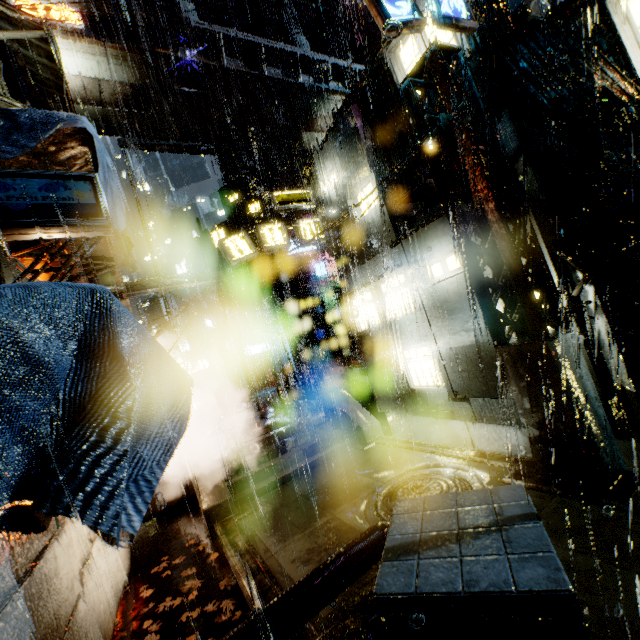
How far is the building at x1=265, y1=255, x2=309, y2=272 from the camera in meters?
36.1

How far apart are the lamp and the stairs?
10.6 meters

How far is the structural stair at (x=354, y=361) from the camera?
21.1m

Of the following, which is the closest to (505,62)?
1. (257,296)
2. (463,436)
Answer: (463,436)

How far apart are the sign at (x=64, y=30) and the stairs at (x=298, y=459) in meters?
15.7 m

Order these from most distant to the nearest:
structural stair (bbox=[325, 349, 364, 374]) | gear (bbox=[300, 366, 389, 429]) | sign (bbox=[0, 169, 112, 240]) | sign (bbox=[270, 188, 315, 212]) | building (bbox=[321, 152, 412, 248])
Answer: structural stair (bbox=[325, 349, 364, 374]) → gear (bbox=[300, 366, 389, 429]) → sign (bbox=[270, 188, 315, 212]) → building (bbox=[321, 152, 412, 248]) → sign (bbox=[0, 169, 112, 240])

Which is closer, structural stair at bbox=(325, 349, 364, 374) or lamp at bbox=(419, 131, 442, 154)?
lamp at bbox=(419, 131, 442, 154)

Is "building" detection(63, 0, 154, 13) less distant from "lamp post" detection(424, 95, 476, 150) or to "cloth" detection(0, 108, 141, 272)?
"cloth" detection(0, 108, 141, 272)
